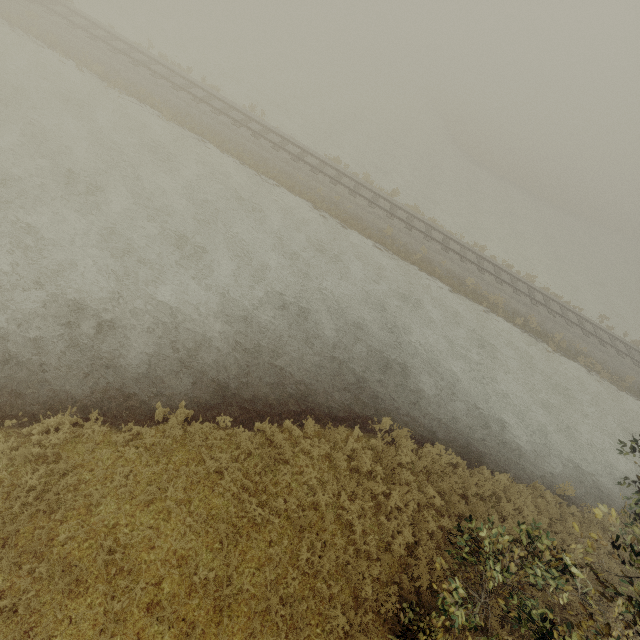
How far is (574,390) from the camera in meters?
18.6 m
